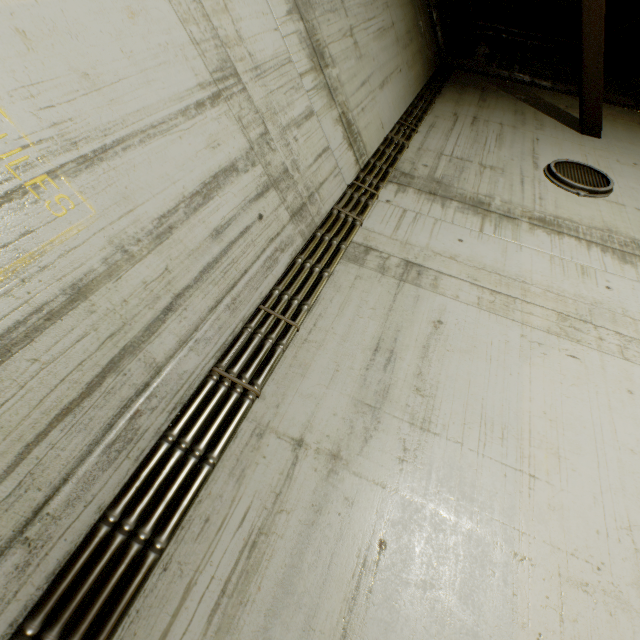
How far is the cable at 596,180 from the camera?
3.96m

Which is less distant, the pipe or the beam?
the pipe

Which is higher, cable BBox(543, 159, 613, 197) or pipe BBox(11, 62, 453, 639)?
Result: cable BBox(543, 159, 613, 197)

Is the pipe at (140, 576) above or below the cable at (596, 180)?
below

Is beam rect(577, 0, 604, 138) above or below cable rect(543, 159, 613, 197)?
above

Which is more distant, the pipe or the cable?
the cable

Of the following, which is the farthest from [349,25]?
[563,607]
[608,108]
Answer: [608,108]

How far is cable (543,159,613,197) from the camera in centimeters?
396cm
